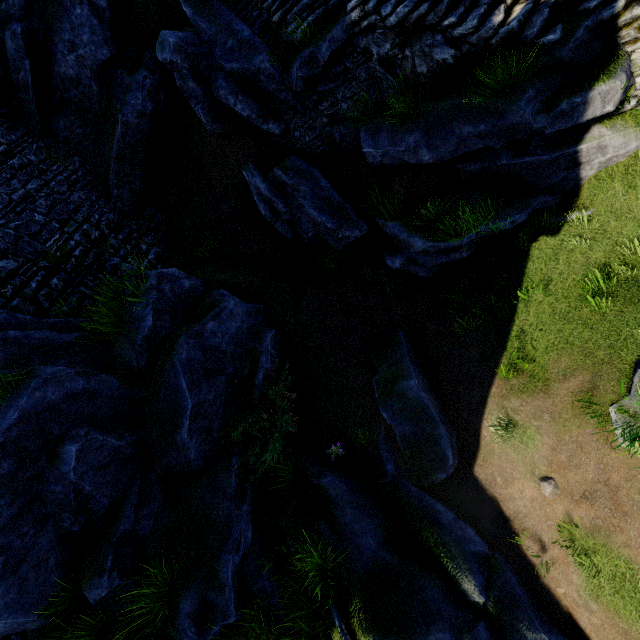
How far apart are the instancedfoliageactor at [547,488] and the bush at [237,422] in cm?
466

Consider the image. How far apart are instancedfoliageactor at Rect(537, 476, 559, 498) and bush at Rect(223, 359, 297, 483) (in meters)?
4.66

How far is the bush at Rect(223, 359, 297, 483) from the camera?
6.62m

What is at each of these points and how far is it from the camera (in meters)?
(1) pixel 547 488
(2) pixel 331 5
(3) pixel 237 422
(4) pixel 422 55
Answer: (1) instancedfoliageactor, 5.78
(2) stairs, 7.95
(3) bush, 7.11
(4) stairs, 6.48

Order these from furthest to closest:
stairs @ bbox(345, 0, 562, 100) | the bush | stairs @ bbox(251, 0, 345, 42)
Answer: stairs @ bbox(251, 0, 345, 42), the bush, stairs @ bbox(345, 0, 562, 100)

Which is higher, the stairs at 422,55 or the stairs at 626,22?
the stairs at 422,55

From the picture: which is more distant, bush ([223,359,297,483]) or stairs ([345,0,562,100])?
bush ([223,359,297,483])

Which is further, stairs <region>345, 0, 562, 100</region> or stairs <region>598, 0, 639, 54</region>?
stairs <region>345, 0, 562, 100</region>
